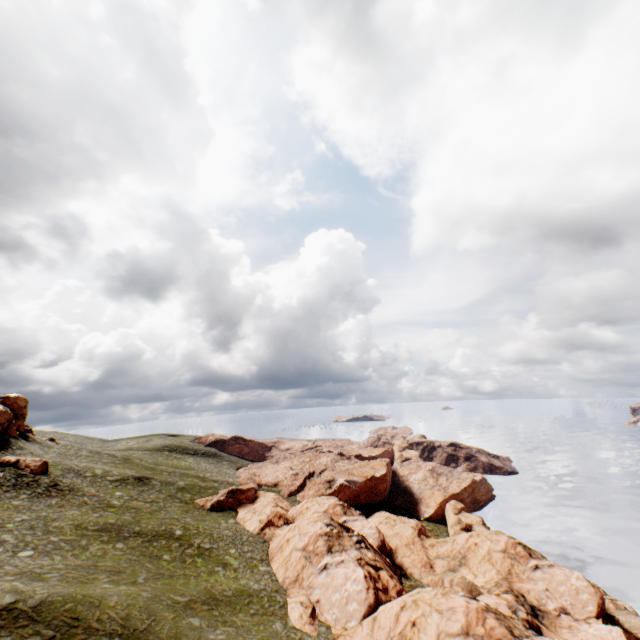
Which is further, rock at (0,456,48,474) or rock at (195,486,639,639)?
rock at (0,456,48,474)

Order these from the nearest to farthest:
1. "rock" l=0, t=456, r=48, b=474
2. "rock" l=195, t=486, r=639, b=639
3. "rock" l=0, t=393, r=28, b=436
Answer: "rock" l=195, t=486, r=639, b=639
"rock" l=0, t=456, r=48, b=474
"rock" l=0, t=393, r=28, b=436

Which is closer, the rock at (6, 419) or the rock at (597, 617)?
the rock at (597, 617)

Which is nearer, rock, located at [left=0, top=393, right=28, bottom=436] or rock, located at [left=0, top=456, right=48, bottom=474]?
rock, located at [left=0, top=456, right=48, bottom=474]

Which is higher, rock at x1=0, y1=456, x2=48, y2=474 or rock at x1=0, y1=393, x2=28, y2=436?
rock at x1=0, y1=393, x2=28, y2=436

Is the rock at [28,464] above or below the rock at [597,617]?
above

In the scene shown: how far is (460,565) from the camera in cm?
4406
